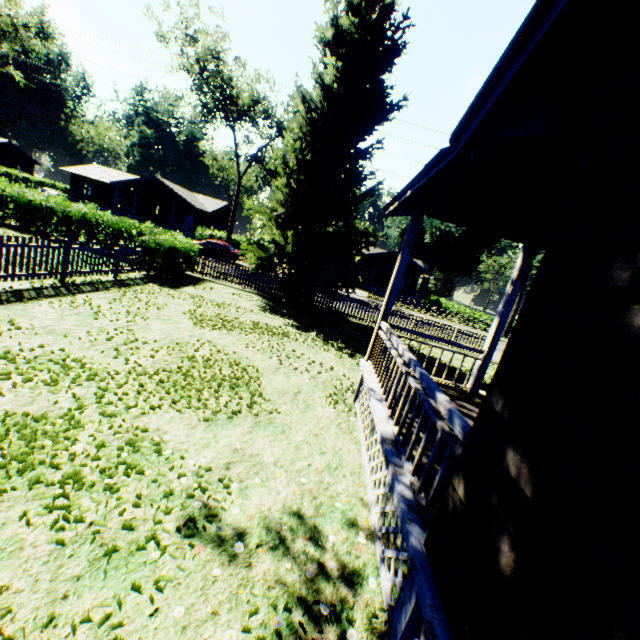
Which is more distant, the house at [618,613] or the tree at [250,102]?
the tree at [250,102]

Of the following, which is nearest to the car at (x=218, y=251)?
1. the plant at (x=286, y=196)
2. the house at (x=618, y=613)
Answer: the plant at (x=286, y=196)

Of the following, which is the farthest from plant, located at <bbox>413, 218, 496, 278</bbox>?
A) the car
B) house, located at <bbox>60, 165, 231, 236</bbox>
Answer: house, located at <bbox>60, 165, 231, 236</bbox>

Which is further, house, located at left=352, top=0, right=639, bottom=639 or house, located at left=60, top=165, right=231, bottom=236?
house, located at left=60, top=165, right=231, bottom=236

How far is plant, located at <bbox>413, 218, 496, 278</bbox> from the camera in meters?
53.3 m

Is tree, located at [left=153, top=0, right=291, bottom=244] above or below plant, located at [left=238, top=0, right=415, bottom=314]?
above

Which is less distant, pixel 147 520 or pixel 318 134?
pixel 147 520

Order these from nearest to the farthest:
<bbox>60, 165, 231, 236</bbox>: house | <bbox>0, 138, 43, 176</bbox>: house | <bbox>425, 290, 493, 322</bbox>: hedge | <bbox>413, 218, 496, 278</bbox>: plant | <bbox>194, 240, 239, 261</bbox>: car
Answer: <bbox>194, 240, 239, 261</bbox>: car
<bbox>425, 290, 493, 322</bbox>: hedge
<bbox>60, 165, 231, 236</bbox>: house
<bbox>0, 138, 43, 176</bbox>: house
<bbox>413, 218, 496, 278</bbox>: plant
